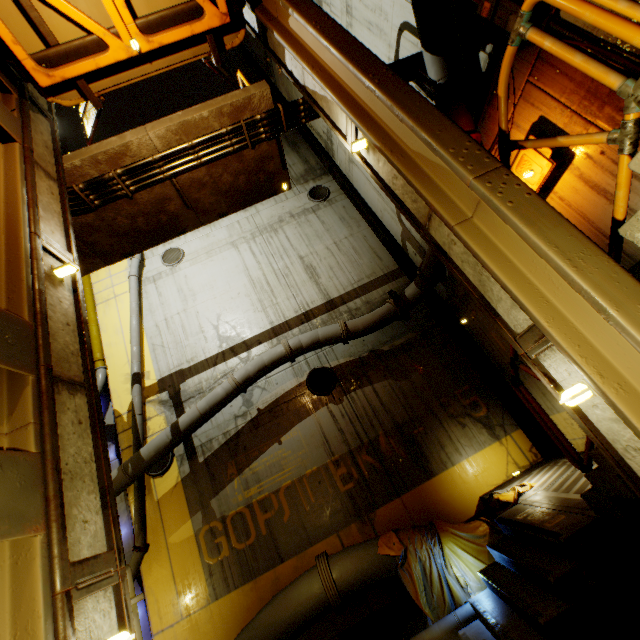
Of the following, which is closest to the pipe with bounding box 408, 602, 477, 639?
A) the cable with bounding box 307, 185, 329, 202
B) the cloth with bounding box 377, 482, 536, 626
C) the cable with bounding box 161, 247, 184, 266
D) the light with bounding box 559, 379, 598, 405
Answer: the cloth with bounding box 377, 482, 536, 626

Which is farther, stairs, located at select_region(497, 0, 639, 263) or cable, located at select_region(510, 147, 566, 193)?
cable, located at select_region(510, 147, 566, 193)

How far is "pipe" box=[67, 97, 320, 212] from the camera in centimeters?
501cm

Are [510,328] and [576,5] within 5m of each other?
yes

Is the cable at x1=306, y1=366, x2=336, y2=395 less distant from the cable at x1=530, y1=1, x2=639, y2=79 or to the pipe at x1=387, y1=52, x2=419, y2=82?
the pipe at x1=387, y1=52, x2=419, y2=82

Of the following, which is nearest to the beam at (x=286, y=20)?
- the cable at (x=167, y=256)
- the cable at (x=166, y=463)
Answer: the cable at (x=167, y=256)

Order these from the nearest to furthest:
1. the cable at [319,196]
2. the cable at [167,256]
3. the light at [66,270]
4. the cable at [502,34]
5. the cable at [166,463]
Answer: the light at [66,270], the cable at [502,34], the cable at [166,463], the cable at [167,256], the cable at [319,196]

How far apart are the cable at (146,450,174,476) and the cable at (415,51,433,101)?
9.7m
